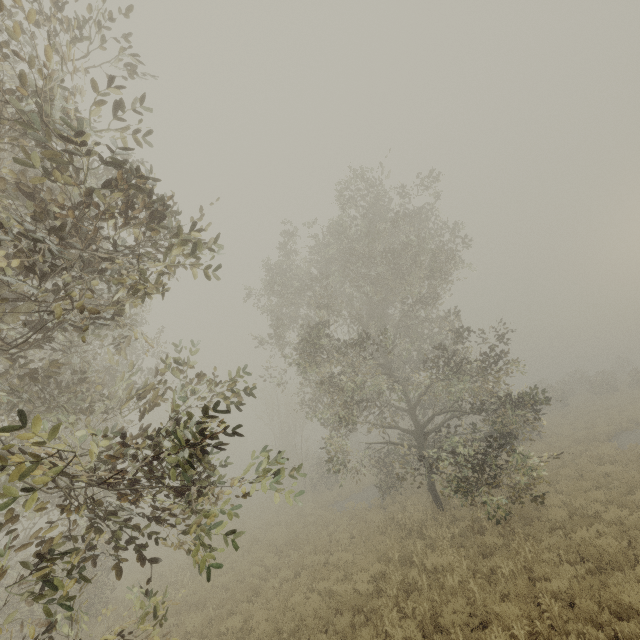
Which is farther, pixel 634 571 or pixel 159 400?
pixel 159 400
